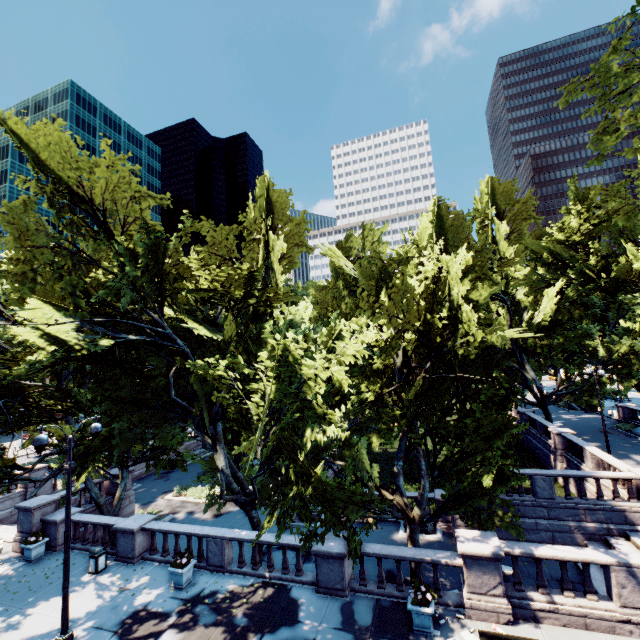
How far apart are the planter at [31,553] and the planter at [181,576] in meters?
8.6 m

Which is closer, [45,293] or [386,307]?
[386,307]

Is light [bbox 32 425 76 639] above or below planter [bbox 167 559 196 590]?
above

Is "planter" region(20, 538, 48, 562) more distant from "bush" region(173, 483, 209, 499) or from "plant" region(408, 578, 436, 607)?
"plant" region(408, 578, 436, 607)

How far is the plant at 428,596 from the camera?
10.5m

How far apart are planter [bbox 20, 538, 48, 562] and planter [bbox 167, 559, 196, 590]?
8.6m

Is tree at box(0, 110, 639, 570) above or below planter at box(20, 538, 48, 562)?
above

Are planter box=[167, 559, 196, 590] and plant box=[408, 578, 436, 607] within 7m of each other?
no
